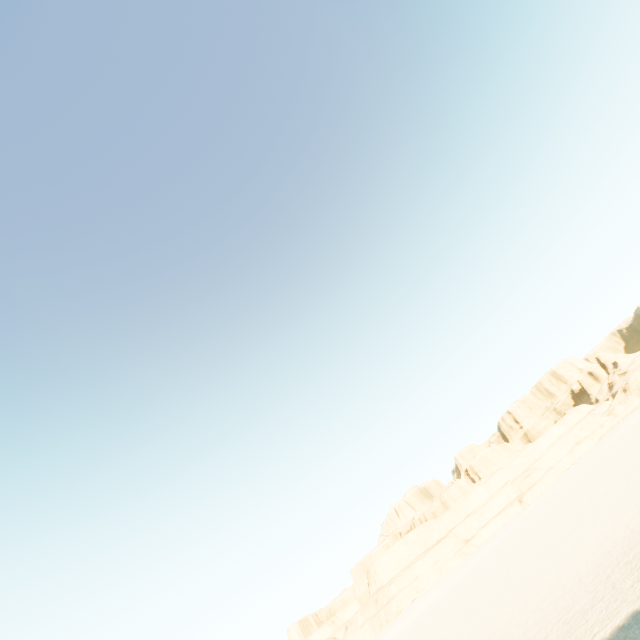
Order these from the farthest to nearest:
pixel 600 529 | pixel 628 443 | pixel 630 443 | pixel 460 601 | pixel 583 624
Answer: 1. pixel 628 443
2. pixel 630 443
3. pixel 460 601
4. pixel 600 529
5. pixel 583 624
